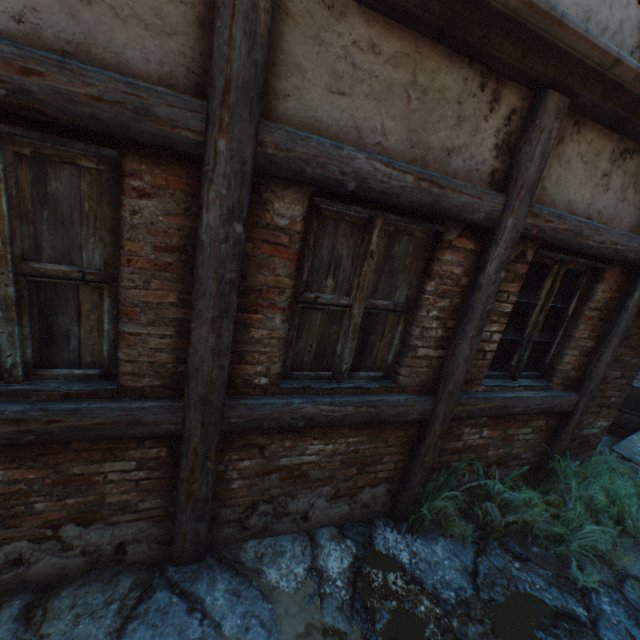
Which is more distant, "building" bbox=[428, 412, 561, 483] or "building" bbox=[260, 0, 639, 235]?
"building" bbox=[428, 412, 561, 483]

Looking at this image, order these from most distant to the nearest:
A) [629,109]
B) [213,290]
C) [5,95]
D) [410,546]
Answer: [410,546] < [629,109] < [213,290] < [5,95]

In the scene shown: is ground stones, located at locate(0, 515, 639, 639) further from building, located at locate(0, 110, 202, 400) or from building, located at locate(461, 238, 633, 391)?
building, located at locate(0, 110, 202, 400)

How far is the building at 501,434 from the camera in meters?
3.2 m

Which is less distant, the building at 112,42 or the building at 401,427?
the building at 112,42

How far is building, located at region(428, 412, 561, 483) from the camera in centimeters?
317cm

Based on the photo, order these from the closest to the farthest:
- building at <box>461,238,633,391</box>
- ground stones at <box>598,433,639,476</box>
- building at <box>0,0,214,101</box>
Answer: building at <box>0,0,214,101</box>
building at <box>461,238,633,391</box>
ground stones at <box>598,433,639,476</box>

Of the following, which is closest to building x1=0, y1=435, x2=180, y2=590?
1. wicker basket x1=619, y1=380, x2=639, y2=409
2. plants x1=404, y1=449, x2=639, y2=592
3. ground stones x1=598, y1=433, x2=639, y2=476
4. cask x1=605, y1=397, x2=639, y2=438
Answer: ground stones x1=598, y1=433, x2=639, y2=476
